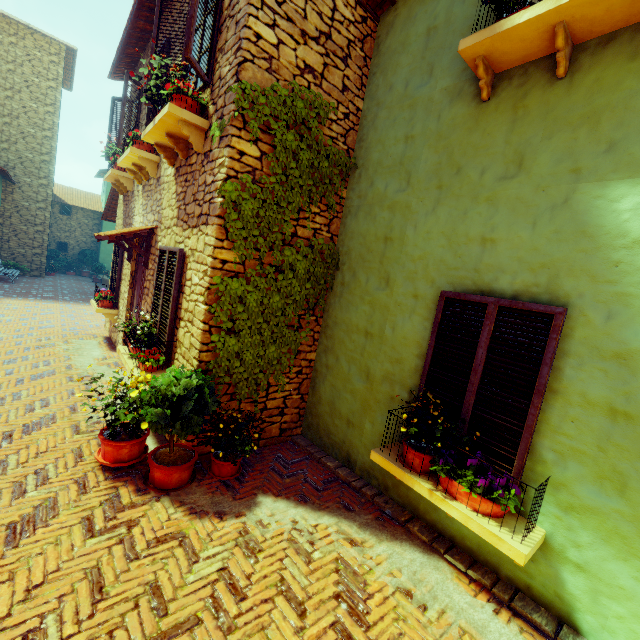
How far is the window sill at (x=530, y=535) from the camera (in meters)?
2.44

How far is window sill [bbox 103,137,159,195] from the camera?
5.8m

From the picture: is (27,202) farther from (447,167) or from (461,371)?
(461,371)

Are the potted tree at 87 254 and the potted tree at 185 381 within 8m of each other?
no

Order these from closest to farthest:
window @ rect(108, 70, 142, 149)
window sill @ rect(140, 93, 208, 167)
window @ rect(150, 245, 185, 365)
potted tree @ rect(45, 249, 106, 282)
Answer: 1. window sill @ rect(140, 93, 208, 167)
2. window @ rect(150, 245, 185, 365)
3. window @ rect(108, 70, 142, 149)
4. potted tree @ rect(45, 249, 106, 282)

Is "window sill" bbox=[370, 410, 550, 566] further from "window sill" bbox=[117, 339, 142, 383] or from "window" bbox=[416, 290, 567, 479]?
"window sill" bbox=[117, 339, 142, 383]

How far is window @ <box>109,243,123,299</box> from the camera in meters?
8.2

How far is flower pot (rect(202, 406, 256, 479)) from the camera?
3.74m
